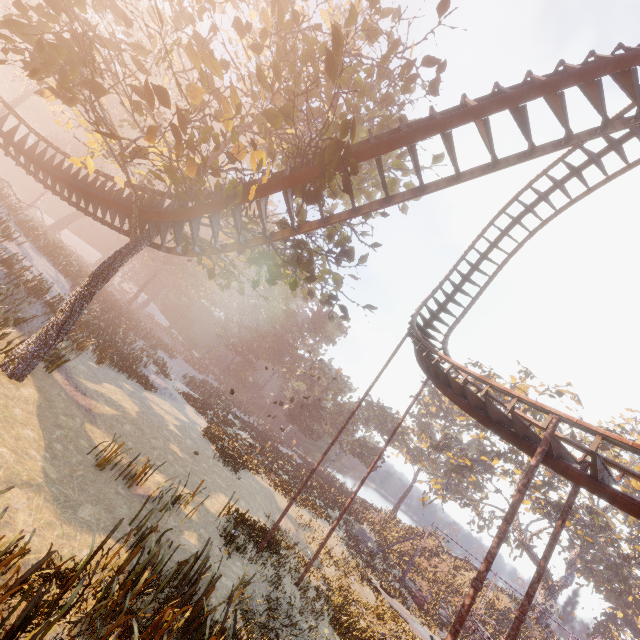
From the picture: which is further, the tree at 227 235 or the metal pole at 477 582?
the tree at 227 235

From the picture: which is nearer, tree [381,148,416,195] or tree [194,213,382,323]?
tree [194,213,382,323]

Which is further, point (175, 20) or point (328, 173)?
point (175, 20)

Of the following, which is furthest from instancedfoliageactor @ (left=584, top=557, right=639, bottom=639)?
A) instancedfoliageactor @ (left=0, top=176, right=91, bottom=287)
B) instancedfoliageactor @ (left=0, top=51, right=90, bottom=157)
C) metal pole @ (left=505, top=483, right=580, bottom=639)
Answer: instancedfoliageactor @ (left=0, top=51, right=90, bottom=157)

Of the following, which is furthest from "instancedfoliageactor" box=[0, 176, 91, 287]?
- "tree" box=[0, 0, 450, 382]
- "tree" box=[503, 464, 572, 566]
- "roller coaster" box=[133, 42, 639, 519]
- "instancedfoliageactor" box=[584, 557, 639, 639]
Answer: "instancedfoliageactor" box=[584, 557, 639, 639]

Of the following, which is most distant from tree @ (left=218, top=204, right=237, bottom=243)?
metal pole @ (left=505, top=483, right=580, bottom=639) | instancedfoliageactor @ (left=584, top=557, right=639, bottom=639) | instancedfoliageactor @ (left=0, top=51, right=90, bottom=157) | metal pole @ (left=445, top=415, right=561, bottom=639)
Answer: instancedfoliageactor @ (left=584, top=557, right=639, bottom=639)

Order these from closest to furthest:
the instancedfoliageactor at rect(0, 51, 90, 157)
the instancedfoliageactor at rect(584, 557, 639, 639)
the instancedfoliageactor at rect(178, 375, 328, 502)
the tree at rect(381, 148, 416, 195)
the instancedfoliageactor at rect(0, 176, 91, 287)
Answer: the tree at rect(381, 148, 416, 195)
the instancedfoliageactor at rect(178, 375, 328, 502)
the instancedfoliageactor at rect(0, 176, 91, 287)
the instancedfoliageactor at rect(0, 51, 90, 157)
the instancedfoliageactor at rect(584, 557, 639, 639)

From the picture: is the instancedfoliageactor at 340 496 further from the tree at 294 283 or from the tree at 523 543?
the tree at 523 543
